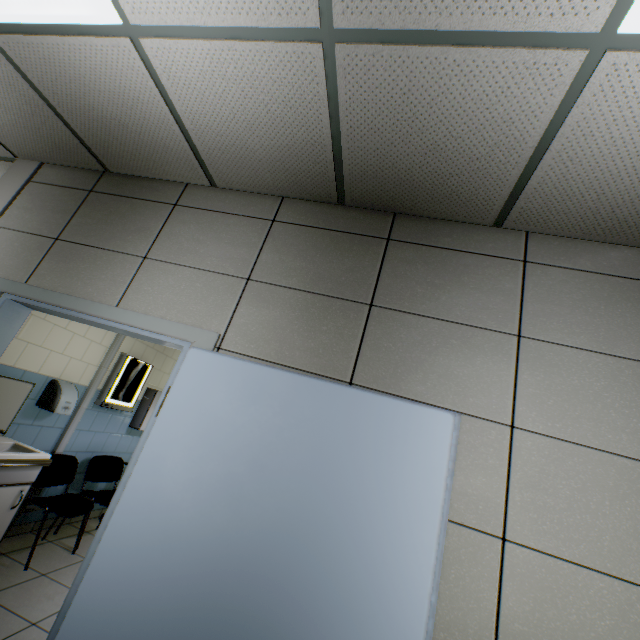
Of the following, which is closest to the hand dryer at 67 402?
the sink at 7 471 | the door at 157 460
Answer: the sink at 7 471

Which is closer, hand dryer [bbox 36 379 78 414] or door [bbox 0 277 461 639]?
door [bbox 0 277 461 639]

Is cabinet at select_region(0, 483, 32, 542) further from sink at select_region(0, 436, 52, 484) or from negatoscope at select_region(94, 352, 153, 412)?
negatoscope at select_region(94, 352, 153, 412)

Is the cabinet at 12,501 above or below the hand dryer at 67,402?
below

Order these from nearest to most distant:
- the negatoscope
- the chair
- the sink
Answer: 1. the sink
2. the chair
3. the negatoscope

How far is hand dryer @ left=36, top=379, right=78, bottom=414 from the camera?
3.28m

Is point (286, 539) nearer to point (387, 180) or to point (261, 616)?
point (261, 616)

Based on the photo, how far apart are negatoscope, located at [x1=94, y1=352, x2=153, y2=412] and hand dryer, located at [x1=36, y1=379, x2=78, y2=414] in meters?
0.4 m
